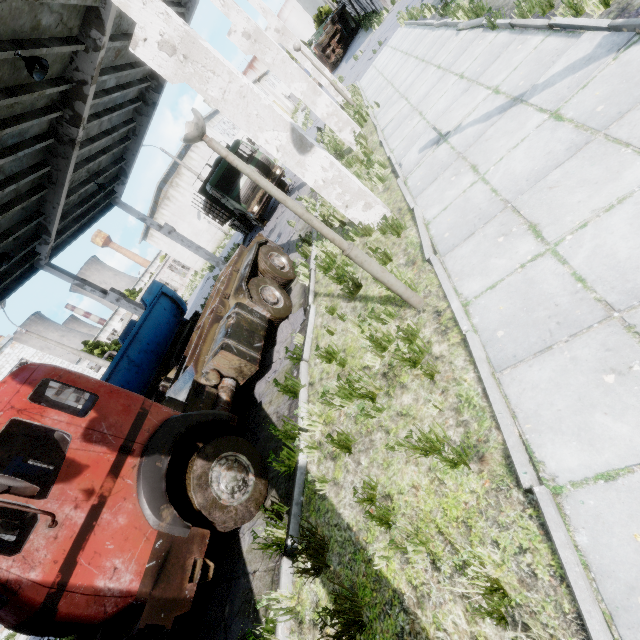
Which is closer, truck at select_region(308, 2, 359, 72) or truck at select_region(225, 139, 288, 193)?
truck at select_region(225, 139, 288, 193)

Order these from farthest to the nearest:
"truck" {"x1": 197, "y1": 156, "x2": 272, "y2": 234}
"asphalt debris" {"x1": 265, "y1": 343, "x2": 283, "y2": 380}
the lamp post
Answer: "truck" {"x1": 197, "y1": 156, "x2": 272, "y2": 234} < "asphalt debris" {"x1": 265, "y1": 343, "x2": 283, "y2": 380} < the lamp post

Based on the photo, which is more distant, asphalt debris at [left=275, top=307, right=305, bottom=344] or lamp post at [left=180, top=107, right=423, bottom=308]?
asphalt debris at [left=275, top=307, right=305, bottom=344]

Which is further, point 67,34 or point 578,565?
point 67,34

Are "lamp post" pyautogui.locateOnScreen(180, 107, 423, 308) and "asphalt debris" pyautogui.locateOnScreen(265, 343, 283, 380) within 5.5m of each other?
yes

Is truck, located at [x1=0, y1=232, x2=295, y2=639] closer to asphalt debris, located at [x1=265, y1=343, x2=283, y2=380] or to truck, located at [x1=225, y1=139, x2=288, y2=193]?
asphalt debris, located at [x1=265, y1=343, x2=283, y2=380]

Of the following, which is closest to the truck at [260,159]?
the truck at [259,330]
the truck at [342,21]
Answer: the truck at [259,330]

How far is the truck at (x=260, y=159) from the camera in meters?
16.4
